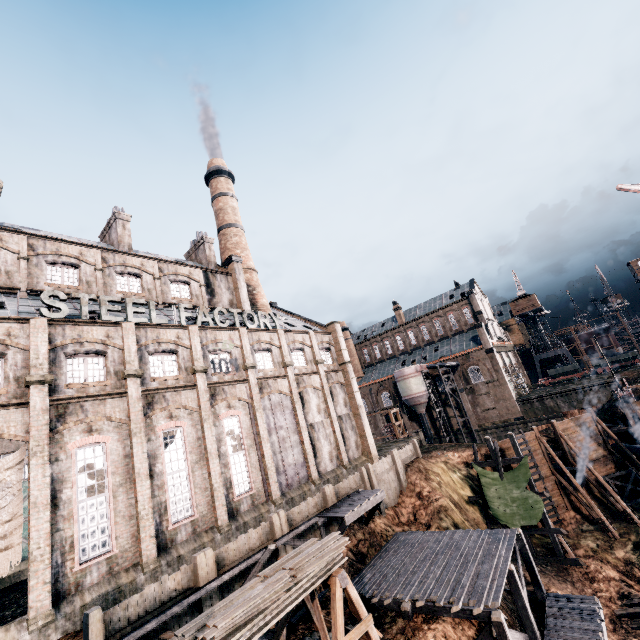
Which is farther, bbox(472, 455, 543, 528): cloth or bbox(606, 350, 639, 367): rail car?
bbox(606, 350, 639, 367): rail car

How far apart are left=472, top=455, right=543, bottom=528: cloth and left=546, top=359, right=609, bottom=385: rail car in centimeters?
4052cm

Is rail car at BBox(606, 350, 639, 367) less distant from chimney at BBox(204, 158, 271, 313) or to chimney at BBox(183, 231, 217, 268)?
chimney at BBox(204, 158, 271, 313)

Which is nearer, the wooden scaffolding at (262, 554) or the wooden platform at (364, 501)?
the wooden scaffolding at (262, 554)

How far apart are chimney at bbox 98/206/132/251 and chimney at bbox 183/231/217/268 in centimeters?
759cm

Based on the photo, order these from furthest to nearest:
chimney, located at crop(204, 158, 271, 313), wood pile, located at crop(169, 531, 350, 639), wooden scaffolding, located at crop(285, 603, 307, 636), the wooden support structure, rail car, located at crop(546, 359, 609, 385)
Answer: rail car, located at crop(546, 359, 609, 385)
chimney, located at crop(204, 158, 271, 313)
wooden scaffolding, located at crop(285, 603, 307, 636)
the wooden support structure
wood pile, located at crop(169, 531, 350, 639)

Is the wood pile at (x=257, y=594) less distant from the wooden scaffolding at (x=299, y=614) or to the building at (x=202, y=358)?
the wooden scaffolding at (x=299, y=614)

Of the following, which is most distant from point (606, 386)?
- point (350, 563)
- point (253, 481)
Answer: point (253, 481)
